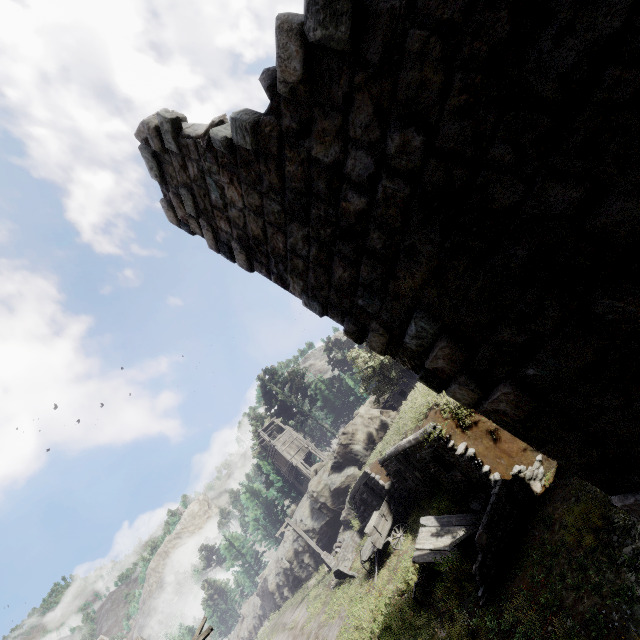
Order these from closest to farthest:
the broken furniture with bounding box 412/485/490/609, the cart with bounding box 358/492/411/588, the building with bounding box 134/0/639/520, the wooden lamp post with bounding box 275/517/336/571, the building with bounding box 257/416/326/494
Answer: the building with bounding box 134/0/639/520 → the broken furniture with bounding box 412/485/490/609 → the cart with bounding box 358/492/411/588 → the wooden lamp post with bounding box 275/517/336/571 → the building with bounding box 257/416/326/494

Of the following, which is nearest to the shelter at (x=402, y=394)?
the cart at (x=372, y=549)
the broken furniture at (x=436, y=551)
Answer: the cart at (x=372, y=549)

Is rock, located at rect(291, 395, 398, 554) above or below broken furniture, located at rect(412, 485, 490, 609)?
above

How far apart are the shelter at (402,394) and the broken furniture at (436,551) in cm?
1794

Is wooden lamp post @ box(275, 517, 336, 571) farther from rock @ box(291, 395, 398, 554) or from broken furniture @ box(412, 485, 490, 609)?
broken furniture @ box(412, 485, 490, 609)

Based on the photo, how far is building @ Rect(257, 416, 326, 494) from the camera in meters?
36.6

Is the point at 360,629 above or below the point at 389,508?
below

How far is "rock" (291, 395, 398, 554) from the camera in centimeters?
2778cm
